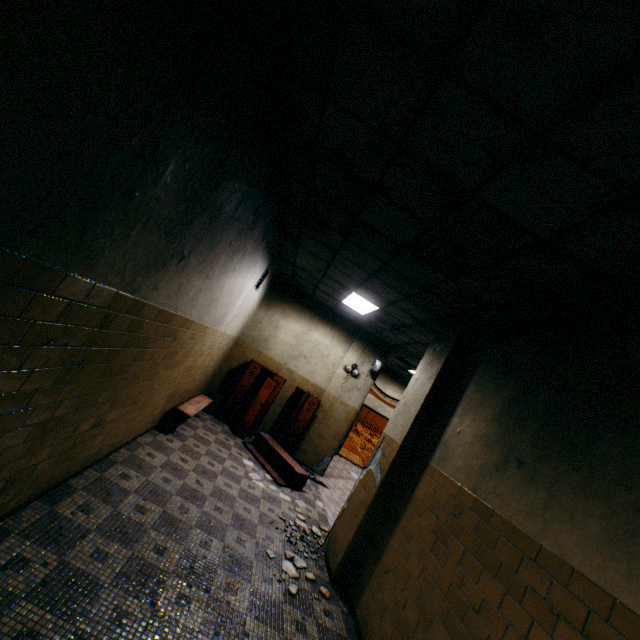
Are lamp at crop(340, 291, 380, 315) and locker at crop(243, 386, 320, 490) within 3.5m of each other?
yes

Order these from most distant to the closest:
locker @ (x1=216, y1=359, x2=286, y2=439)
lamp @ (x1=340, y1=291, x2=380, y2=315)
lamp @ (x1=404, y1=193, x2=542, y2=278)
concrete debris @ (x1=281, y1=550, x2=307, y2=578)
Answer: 1. locker @ (x1=216, y1=359, x2=286, y2=439)
2. lamp @ (x1=340, y1=291, x2=380, y2=315)
3. concrete debris @ (x1=281, y1=550, x2=307, y2=578)
4. lamp @ (x1=404, y1=193, x2=542, y2=278)

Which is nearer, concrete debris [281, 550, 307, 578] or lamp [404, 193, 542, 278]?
lamp [404, 193, 542, 278]

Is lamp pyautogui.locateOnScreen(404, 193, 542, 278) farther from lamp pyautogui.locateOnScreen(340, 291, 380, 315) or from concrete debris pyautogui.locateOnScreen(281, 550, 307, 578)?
concrete debris pyautogui.locateOnScreen(281, 550, 307, 578)

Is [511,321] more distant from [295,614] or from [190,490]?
[190,490]

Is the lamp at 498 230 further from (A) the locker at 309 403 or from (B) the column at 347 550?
(A) the locker at 309 403

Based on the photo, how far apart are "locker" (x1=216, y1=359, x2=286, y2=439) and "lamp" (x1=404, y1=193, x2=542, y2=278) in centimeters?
489cm

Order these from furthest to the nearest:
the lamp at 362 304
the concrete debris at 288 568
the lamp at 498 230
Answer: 1. the lamp at 362 304
2. the concrete debris at 288 568
3. the lamp at 498 230
